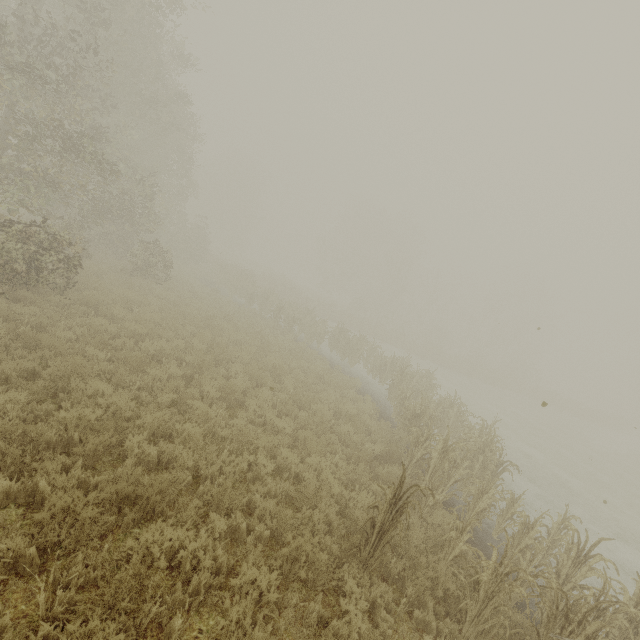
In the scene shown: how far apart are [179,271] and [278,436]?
18.2 meters
